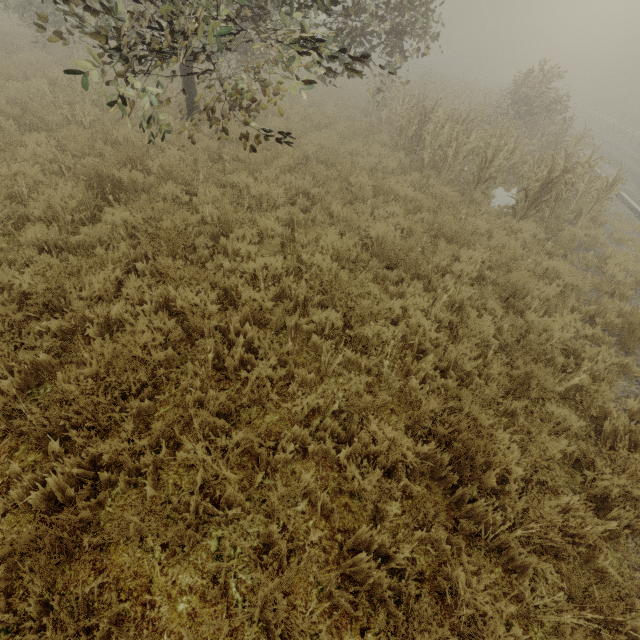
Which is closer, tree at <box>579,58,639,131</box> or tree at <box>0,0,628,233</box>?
tree at <box>0,0,628,233</box>

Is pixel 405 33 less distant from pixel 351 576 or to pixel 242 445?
pixel 242 445

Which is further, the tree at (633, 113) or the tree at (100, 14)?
the tree at (633, 113)
